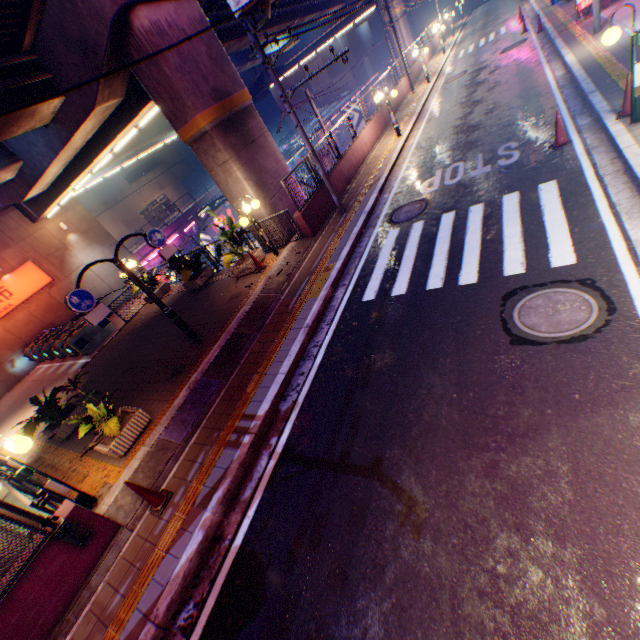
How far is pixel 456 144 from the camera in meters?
12.1 m

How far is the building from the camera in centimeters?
4628cm

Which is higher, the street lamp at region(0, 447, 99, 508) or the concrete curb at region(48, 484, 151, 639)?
the street lamp at region(0, 447, 99, 508)

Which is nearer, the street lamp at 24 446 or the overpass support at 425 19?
the street lamp at 24 446

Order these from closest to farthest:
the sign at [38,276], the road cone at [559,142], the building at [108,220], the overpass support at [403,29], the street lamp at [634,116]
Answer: the street lamp at [634,116]
the road cone at [559,142]
the sign at [38,276]
the overpass support at [403,29]
the building at [108,220]

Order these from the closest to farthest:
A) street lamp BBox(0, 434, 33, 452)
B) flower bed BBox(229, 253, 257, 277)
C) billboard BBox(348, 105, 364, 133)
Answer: street lamp BBox(0, 434, 33, 452), flower bed BBox(229, 253, 257, 277), billboard BBox(348, 105, 364, 133)

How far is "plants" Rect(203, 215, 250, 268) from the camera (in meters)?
11.09

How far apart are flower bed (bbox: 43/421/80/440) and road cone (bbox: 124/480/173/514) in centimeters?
551cm
